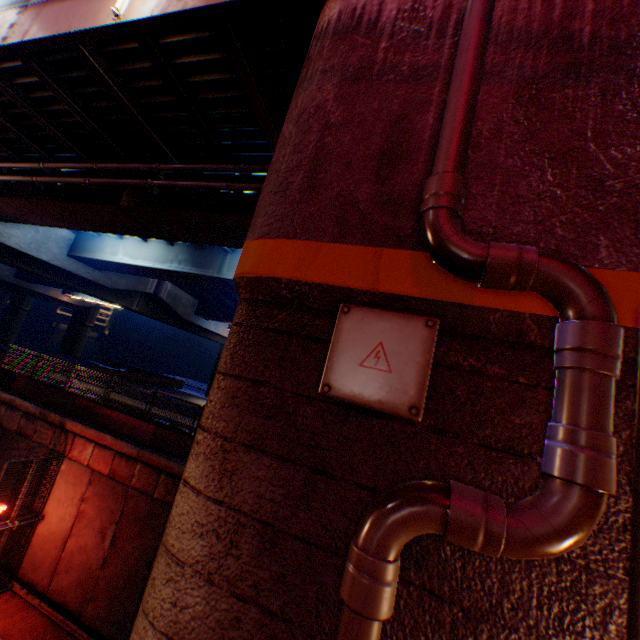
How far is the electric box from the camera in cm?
179

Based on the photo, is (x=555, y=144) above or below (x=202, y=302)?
below

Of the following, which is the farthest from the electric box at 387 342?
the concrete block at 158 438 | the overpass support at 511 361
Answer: the concrete block at 158 438

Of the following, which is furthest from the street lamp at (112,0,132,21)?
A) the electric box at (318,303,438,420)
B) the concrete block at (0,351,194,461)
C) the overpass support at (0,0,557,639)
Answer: the concrete block at (0,351,194,461)

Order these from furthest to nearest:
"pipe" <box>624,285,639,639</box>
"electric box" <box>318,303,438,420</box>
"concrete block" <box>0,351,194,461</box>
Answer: "concrete block" <box>0,351,194,461</box>, "electric box" <box>318,303,438,420</box>, "pipe" <box>624,285,639,639</box>

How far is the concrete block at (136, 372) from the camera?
29.5m

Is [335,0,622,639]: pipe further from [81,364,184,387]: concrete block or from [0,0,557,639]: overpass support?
[81,364,184,387]: concrete block

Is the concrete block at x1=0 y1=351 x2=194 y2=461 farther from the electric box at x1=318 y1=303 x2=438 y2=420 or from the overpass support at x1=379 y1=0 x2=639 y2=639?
the electric box at x1=318 y1=303 x2=438 y2=420
